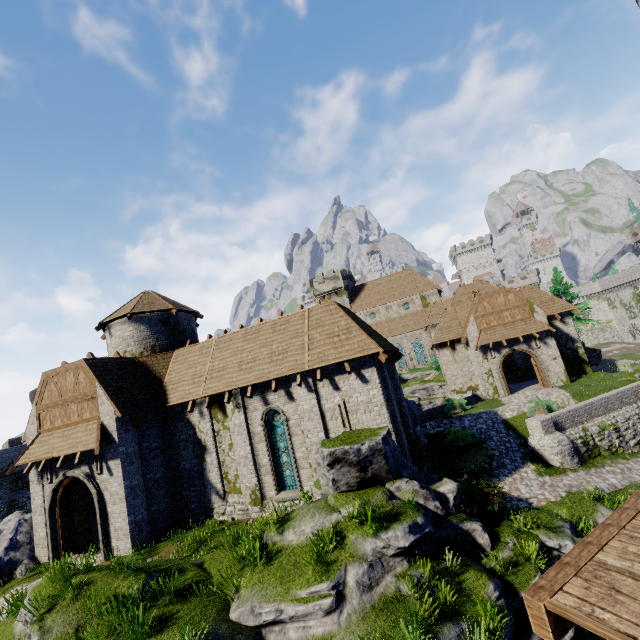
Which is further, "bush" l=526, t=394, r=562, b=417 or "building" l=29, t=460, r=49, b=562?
"bush" l=526, t=394, r=562, b=417

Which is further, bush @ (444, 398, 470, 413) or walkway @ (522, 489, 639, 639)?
bush @ (444, 398, 470, 413)

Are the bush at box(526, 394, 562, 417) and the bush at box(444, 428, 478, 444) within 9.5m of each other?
yes

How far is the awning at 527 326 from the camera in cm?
2709

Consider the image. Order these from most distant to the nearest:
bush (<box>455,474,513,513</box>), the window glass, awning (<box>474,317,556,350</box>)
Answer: awning (<box>474,317,556,350</box>) < the window glass < bush (<box>455,474,513,513</box>)

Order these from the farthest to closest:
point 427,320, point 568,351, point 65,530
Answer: point 427,320
point 568,351
point 65,530

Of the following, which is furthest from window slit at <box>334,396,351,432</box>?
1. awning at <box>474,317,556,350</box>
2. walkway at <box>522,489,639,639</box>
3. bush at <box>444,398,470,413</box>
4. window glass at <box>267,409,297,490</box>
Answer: awning at <box>474,317,556,350</box>

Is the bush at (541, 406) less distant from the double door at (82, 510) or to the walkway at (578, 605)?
the walkway at (578, 605)
